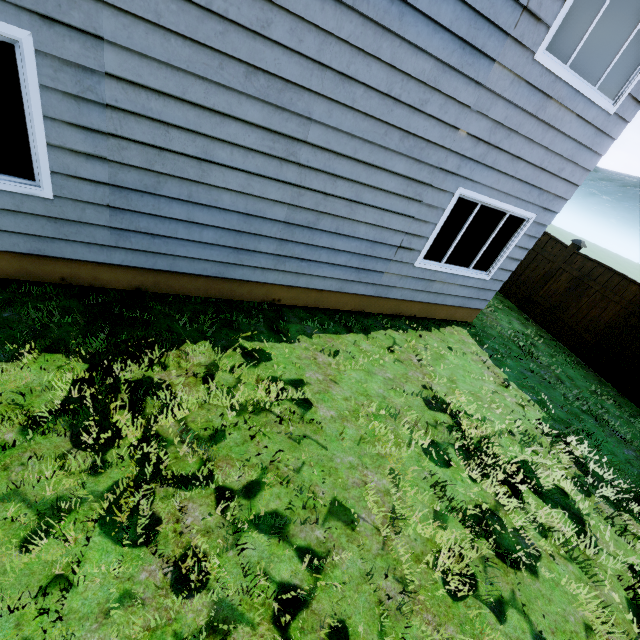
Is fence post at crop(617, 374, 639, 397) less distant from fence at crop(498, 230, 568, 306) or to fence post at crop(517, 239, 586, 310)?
fence at crop(498, 230, 568, 306)

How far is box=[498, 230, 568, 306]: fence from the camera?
8.6 meters

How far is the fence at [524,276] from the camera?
8.6 meters

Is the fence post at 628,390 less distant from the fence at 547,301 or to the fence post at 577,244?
the fence at 547,301

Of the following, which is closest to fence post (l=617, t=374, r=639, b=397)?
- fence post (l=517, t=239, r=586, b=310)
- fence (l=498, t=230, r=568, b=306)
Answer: fence (l=498, t=230, r=568, b=306)

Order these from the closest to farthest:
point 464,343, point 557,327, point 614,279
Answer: point 464,343 → point 614,279 → point 557,327
